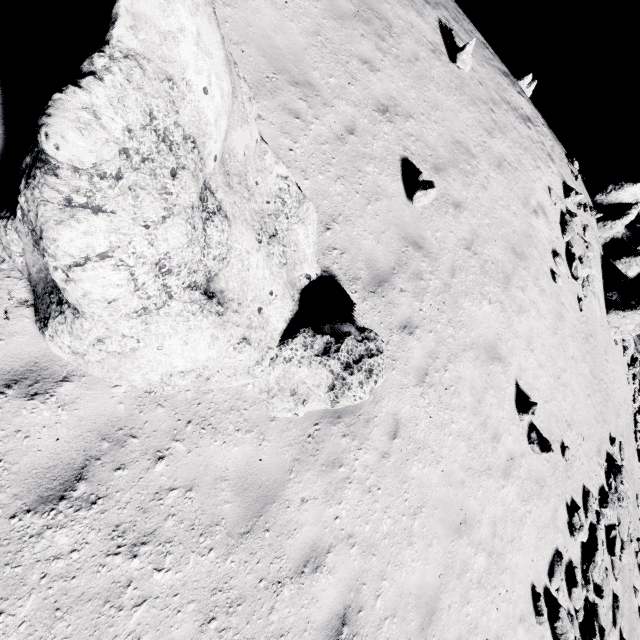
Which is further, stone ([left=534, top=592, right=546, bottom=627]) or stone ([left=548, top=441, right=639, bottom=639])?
stone ([left=548, top=441, right=639, bottom=639])

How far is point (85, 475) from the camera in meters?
3.2

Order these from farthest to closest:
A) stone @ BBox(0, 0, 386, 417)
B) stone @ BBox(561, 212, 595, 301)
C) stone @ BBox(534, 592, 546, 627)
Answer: stone @ BBox(561, 212, 595, 301)
stone @ BBox(534, 592, 546, 627)
stone @ BBox(0, 0, 386, 417)

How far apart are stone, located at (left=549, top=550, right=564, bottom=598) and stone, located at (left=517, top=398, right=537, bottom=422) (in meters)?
3.87

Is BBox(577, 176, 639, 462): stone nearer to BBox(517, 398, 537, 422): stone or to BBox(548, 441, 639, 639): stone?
BBox(548, 441, 639, 639): stone

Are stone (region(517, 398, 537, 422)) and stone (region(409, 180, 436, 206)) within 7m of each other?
yes

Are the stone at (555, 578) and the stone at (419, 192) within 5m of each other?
no

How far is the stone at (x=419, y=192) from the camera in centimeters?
709cm
